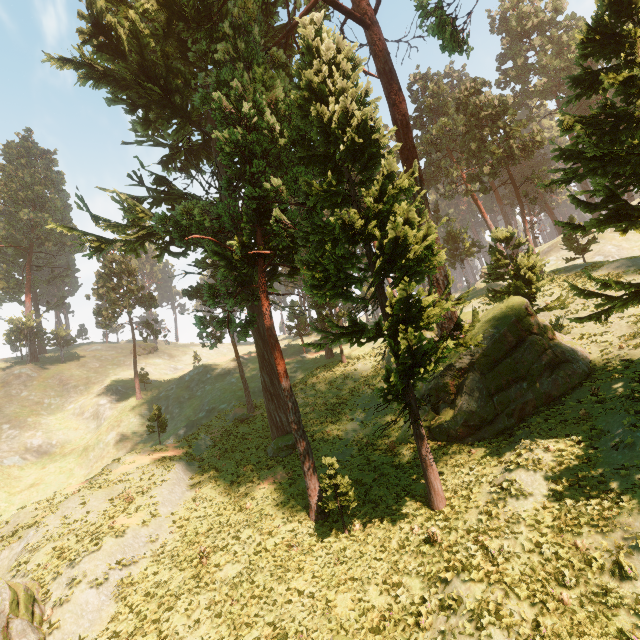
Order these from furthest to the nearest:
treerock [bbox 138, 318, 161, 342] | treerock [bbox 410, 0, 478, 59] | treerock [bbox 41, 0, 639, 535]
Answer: treerock [bbox 138, 318, 161, 342] < treerock [bbox 410, 0, 478, 59] < treerock [bbox 41, 0, 639, 535]

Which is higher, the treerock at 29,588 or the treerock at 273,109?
the treerock at 273,109

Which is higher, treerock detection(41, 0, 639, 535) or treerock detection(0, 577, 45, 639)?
treerock detection(41, 0, 639, 535)

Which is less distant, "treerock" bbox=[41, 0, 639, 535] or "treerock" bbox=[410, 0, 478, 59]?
"treerock" bbox=[41, 0, 639, 535]

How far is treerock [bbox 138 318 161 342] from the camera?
48.8m

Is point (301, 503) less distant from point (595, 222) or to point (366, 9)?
point (595, 222)
